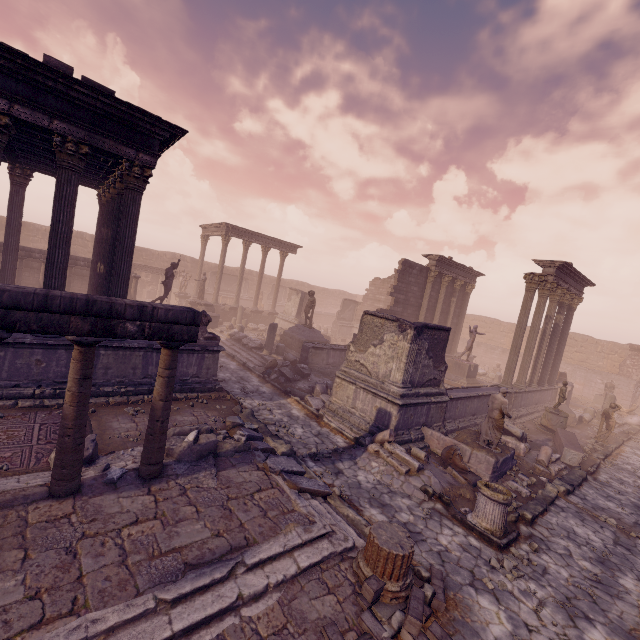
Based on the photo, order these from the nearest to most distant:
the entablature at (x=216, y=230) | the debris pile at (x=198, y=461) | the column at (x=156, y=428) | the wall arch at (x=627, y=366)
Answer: the column at (x=156, y=428)
the debris pile at (x=198, y=461)
the entablature at (x=216, y=230)
the wall arch at (x=627, y=366)

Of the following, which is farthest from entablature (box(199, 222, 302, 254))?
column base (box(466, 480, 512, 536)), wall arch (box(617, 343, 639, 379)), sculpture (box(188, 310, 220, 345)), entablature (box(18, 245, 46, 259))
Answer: wall arch (box(617, 343, 639, 379))

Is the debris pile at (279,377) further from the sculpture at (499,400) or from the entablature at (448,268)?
the entablature at (448,268)

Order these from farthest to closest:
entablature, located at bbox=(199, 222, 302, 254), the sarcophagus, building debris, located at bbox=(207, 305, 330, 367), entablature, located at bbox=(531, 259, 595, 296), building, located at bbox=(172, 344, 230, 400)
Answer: entablature, located at bbox=(199, 222, 302, 254), building debris, located at bbox=(207, 305, 330, 367), entablature, located at bbox=(531, 259, 595, 296), the sarcophagus, building, located at bbox=(172, 344, 230, 400)

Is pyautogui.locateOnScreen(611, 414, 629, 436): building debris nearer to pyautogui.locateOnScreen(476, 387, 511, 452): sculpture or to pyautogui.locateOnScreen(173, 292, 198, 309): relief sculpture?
pyautogui.locateOnScreen(173, 292, 198, 309): relief sculpture

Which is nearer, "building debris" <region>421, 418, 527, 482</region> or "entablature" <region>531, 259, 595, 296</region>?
"building debris" <region>421, 418, 527, 482</region>

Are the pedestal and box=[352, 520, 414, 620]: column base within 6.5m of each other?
no

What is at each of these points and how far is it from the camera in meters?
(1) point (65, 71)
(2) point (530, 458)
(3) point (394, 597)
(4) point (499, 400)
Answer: (1) building, 7.2
(2) debris pile, 11.1
(3) column base, 4.6
(4) sculpture, 9.3
